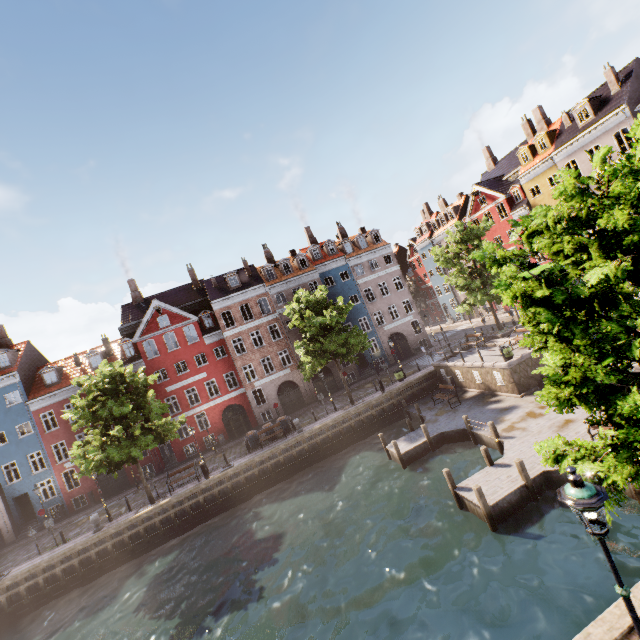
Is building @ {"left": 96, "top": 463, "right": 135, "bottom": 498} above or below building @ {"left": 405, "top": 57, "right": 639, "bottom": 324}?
below

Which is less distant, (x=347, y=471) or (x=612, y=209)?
(x=612, y=209)

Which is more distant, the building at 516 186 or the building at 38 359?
the building at 38 359

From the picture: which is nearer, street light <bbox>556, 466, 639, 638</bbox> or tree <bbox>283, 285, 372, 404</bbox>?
street light <bbox>556, 466, 639, 638</bbox>

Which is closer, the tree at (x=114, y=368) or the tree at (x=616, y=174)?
the tree at (x=616, y=174)

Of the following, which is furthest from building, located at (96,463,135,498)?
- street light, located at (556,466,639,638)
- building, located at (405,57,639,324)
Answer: street light, located at (556,466,639,638)

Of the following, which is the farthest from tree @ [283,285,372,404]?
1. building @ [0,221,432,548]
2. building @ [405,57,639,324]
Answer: building @ [0,221,432,548]

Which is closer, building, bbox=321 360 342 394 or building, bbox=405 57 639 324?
building, bbox=405 57 639 324
